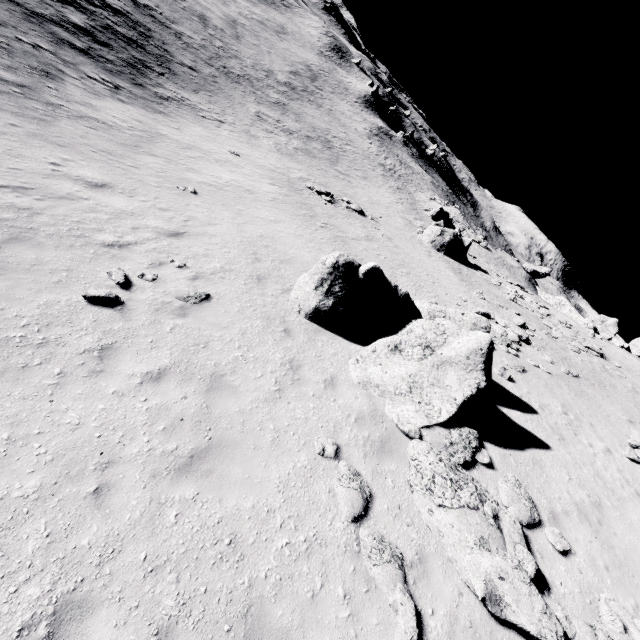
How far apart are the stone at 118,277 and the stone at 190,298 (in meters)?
0.99

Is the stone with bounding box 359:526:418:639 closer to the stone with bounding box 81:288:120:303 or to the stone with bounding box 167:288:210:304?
the stone with bounding box 167:288:210:304

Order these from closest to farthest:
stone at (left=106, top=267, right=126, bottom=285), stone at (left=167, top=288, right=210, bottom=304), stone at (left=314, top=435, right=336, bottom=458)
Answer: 1. stone at (left=314, top=435, right=336, bottom=458)
2. stone at (left=106, top=267, right=126, bottom=285)
3. stone at (left=167, top=288, right=210, bottom=304)

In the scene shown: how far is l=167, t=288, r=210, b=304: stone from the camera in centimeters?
874cm

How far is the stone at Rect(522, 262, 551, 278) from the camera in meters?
55.2

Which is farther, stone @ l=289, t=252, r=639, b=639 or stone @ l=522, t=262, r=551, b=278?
stone @ l=522, t=262, r=551, b=278

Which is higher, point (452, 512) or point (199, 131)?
point (452, 512)

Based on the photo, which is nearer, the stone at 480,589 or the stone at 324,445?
the stone at 480,589
